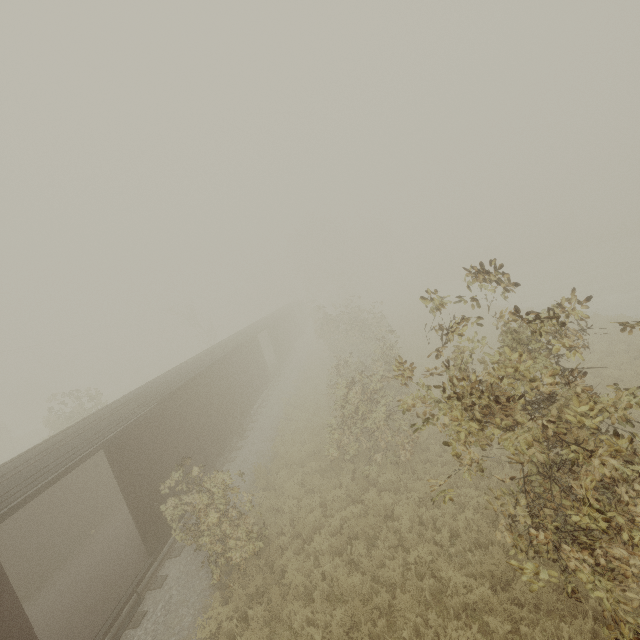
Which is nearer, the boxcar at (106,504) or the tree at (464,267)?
the tree at (464,267)

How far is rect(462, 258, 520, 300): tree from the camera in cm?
447

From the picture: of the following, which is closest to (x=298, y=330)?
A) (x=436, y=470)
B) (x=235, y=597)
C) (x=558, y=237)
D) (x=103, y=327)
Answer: (x=436, y=470)

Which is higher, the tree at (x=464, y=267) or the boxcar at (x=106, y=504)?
the tree at (x=464, y=267)

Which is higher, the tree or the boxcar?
the tree

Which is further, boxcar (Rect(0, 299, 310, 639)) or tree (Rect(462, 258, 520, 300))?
boxcar (Rect(0, 299, 310, 639))
